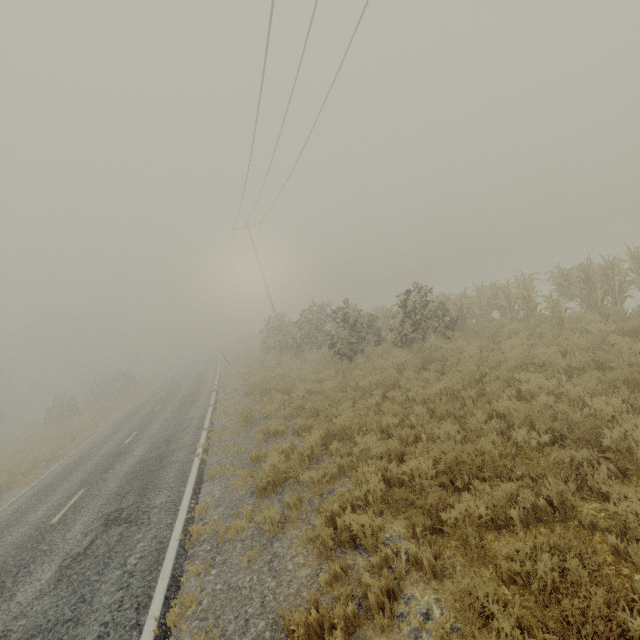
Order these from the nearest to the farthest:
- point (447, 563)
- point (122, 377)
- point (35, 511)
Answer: point (447, 563), point (35, 511), point (122, 377)
